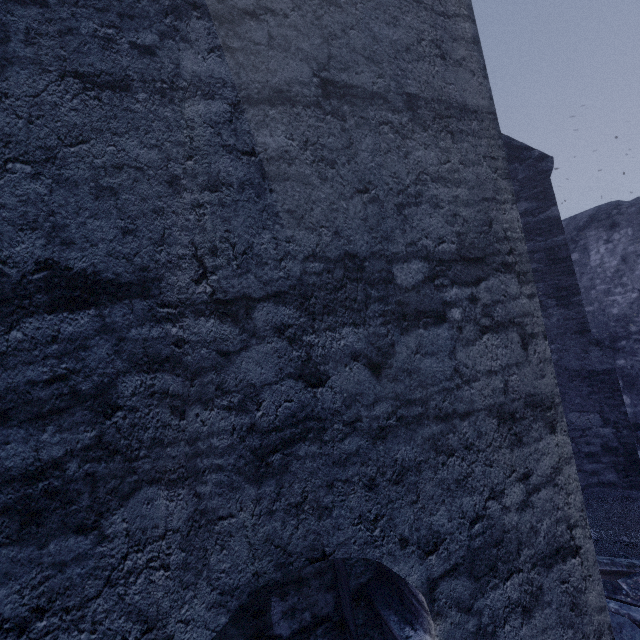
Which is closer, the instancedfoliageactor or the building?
the building

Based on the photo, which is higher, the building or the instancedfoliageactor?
the building

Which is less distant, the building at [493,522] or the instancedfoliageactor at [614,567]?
the building at [493,522]

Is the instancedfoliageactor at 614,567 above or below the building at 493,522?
below

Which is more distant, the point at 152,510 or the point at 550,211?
the point at 550,211
